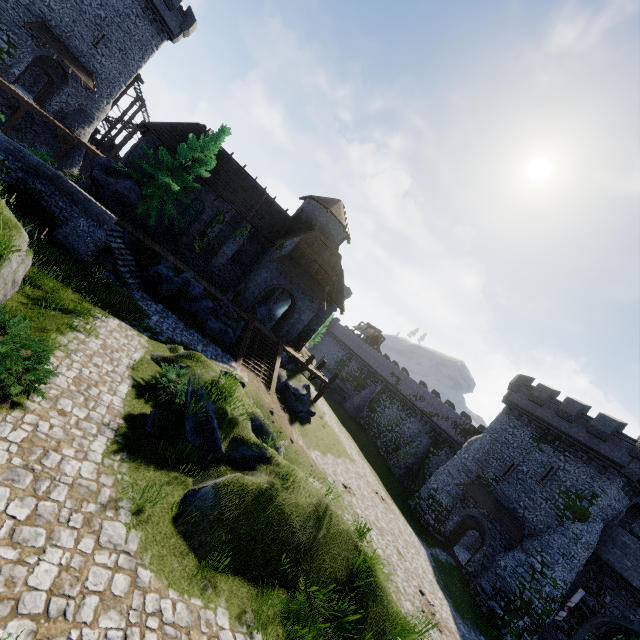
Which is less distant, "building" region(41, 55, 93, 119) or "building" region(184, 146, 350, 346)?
"building" region(184, 146, 350, 346)

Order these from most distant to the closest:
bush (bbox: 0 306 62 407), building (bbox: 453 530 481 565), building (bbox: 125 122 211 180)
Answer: building (bbox: 453 530 481 565) → building (bbox: 125 122 211 180) → bush (bbox: 0 306 62 407)

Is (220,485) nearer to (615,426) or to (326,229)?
(326,229)

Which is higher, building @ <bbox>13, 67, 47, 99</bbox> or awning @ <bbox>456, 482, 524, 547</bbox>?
building @ <bbox>13, 67, 47, 99</bbox>

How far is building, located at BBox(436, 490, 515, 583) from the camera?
25.1 meters

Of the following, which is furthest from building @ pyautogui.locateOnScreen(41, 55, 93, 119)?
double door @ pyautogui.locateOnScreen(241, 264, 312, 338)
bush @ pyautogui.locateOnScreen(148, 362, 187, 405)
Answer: bush @ pyautogui.locateOnScreen(148, 362, 187, 405)

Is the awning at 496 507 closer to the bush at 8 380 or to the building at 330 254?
the building at 330 254

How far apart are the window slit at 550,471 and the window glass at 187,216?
35.0m
